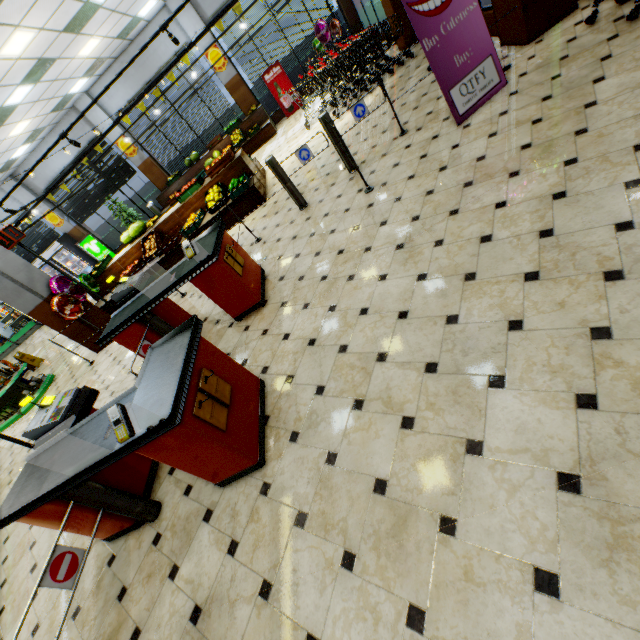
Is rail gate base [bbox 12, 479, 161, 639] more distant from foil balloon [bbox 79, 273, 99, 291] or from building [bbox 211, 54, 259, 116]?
foil balloon [bbox 79, 273, 99, 291]

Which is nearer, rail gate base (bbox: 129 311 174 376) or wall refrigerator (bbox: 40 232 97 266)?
rail gate base (bbox: 129 311 174 376)

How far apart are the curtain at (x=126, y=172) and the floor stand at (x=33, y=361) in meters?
7.3 m

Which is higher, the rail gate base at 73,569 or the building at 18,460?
the rail gate base at 73,569

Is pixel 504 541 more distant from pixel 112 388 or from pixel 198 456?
pixel 112 388

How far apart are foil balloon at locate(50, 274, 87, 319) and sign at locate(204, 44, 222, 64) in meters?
9.7 m

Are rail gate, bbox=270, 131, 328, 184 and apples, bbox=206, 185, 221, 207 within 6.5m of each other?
yes

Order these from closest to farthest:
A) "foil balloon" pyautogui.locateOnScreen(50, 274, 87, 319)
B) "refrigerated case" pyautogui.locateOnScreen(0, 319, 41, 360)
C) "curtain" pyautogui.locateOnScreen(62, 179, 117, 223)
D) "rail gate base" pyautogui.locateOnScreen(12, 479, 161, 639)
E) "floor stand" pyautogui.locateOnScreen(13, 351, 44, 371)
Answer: "rail gate base" pyautogui.locateOnScreen(12, 479, 161, 639) → "foil balloon" pyautogui.locateOnScreen(50, 274, 87, 319) → "floor stand" pyautogui.locateOnScreen(13, 351, 44, 371) → "curtain" pyautogui.locateOnScreen(62, 179, 117, 223) → "refrigerated case" pyautogui.locateOnScreen(0, 319, 41, 360)
